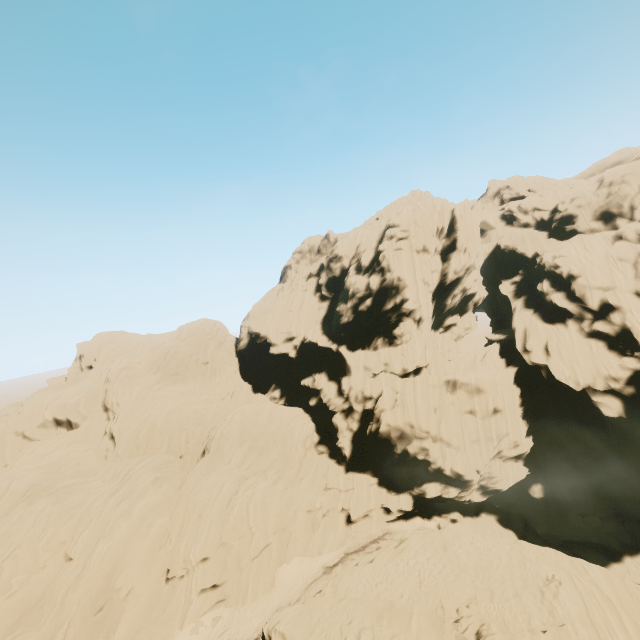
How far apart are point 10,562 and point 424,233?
51.8 meters
